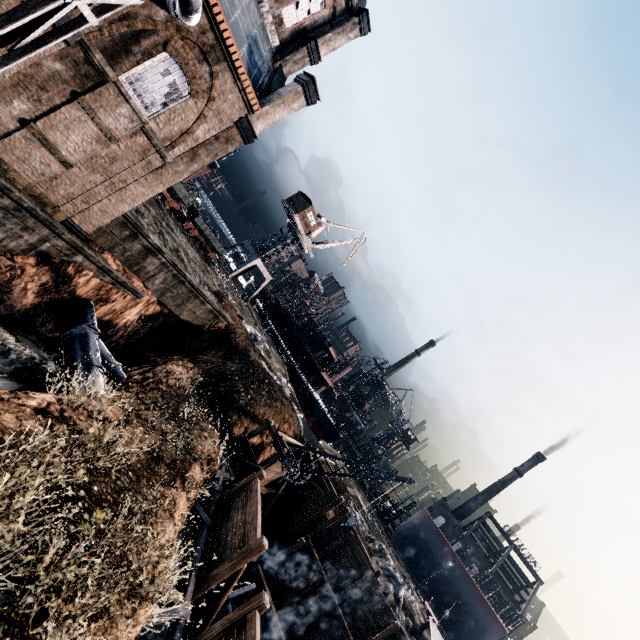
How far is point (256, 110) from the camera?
18.2m

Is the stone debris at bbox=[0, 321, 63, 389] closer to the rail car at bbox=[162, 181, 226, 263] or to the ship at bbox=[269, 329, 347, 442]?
the rail car at bbox=[162, 181, 226, 263]

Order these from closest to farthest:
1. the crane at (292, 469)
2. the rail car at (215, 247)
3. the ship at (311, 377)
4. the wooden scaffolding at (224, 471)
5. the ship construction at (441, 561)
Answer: the wooden scaffolding at (224, 471) → the crane at (292, 469) → the rail car at (215, 247) → the ship construction at (441, 561) → the ship at (311, 377)

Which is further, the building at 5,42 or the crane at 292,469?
the crane at 292,469

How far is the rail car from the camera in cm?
3303

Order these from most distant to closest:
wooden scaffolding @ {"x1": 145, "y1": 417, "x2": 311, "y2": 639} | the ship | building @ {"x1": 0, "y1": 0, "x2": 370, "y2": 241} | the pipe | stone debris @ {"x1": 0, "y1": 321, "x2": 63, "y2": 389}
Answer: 1. the ship
2. the pipe
3. stone debris @ {"x1": 0, "y1": 321, "x2": 63, "y2": 389}
4. building @ {"x1": 0, "y1": 0, "x2": 370, "y2": 241}
5. wooden scaffolding @ {"x1": 145, "y1": 417, "x2": 311, "y2": 639}

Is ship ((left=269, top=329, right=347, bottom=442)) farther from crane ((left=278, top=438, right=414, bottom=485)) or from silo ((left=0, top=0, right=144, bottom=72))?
silo ((left=0, top=0, right=144, bottom=72))

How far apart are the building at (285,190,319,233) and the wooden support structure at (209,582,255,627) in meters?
44.9 m
